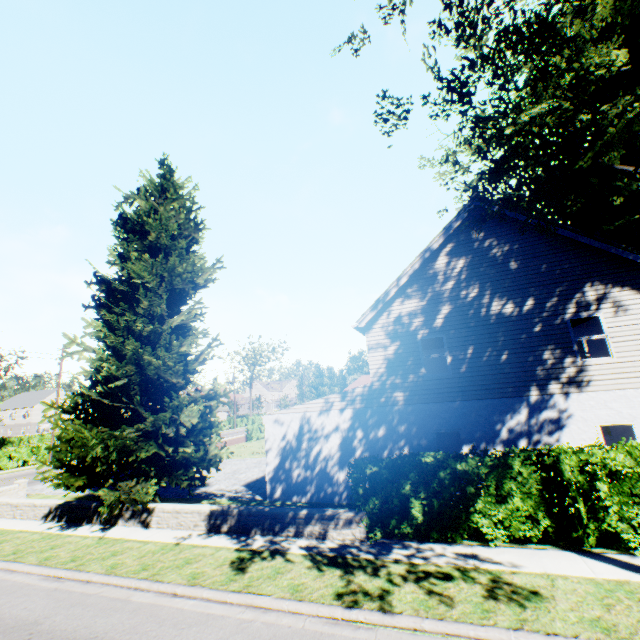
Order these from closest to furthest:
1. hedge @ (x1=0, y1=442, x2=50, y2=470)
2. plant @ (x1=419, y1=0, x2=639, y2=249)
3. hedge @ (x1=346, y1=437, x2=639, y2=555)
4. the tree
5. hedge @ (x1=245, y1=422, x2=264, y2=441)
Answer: plant @ (x1=419, y1=0, x2=639, y2=249), hedge @ (x1=346, y1=437, x2=639, y2=555), hedge @ (x1=0, y1=442, x2=50, y2=470), hedge @ (x1=245, y1=422, x2=264, y2=441), the tree

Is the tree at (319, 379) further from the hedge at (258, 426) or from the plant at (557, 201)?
the plant at (557, 201)

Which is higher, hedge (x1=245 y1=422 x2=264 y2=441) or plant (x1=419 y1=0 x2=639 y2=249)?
plant (x1=419 y1=0 x2=639 y2=249)

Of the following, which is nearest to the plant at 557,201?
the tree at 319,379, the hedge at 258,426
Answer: the tree at 319,379

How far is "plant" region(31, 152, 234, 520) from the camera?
11.43m

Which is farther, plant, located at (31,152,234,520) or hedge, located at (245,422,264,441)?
hedge, located at (245,422,264,441)

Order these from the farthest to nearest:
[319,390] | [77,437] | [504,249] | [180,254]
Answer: [319,390] < [180,254] < [504,249] < [77,437]
